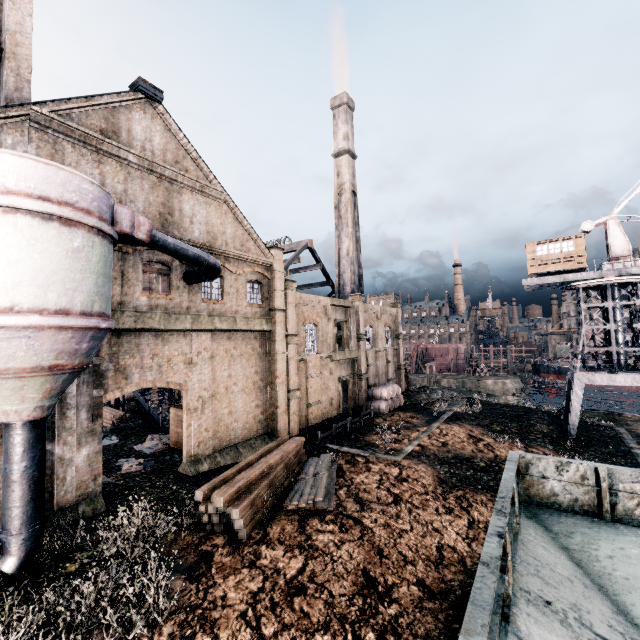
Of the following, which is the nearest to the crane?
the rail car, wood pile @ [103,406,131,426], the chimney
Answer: the chimney

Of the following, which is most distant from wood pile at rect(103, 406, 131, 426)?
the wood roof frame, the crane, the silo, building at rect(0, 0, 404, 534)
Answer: the crane

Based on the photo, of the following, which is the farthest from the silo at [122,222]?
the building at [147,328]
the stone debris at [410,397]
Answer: the stone debris at [410,397]

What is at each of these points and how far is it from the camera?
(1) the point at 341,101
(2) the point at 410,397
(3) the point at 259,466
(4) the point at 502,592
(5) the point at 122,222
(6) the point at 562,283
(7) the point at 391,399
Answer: (1) chimney, 46.3 meters
(2) stone debris, 42.4 meters
(3) wood pile, 17.3 meters
(4) rail car, 4.7 meters
(5) silo, 12.8 meters
(6) crane, 32.2 meters
(7) wooden barrel, 36.8 meters

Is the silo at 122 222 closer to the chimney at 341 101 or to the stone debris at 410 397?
the chimney at 341 101

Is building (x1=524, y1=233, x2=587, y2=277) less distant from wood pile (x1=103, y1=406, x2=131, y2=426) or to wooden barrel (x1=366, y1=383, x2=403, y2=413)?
wooden barrel (x1=366, y1=383, x2=403, y2=413)

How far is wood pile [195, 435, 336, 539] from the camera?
14.2 meters

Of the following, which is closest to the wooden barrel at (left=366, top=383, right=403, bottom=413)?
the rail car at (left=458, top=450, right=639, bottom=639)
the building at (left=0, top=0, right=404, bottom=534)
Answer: the building at (left=0, top=0, right=404, bottom=534)
